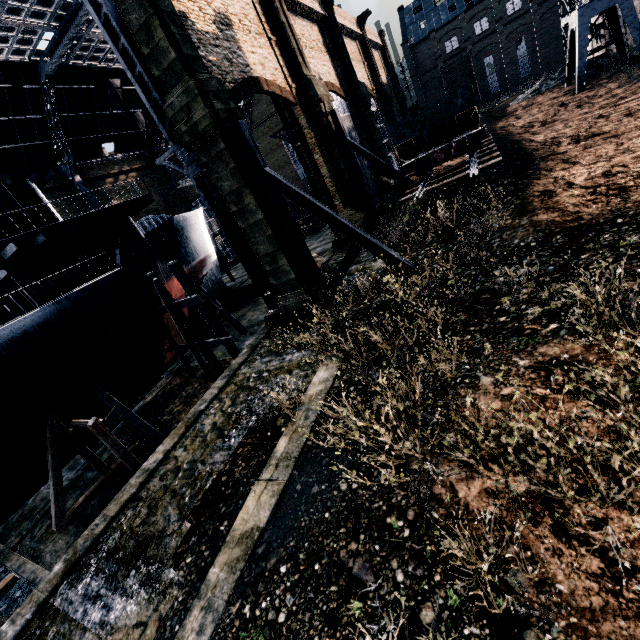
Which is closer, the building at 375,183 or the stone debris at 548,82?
the building at 375,183

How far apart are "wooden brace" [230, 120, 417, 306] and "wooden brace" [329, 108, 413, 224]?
11.69m

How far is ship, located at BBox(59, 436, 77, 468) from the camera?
16.33m

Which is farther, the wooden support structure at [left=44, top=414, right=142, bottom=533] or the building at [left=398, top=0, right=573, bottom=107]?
the building at [left=398, top=0, right=573, bottom=107]

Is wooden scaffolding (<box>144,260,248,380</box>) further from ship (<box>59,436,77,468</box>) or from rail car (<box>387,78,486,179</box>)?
rail car (<box>387,78,486,179</box>)

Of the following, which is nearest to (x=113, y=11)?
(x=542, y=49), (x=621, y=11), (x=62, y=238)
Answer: (x=62, y=238)

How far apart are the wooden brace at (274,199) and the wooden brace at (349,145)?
11.7m
